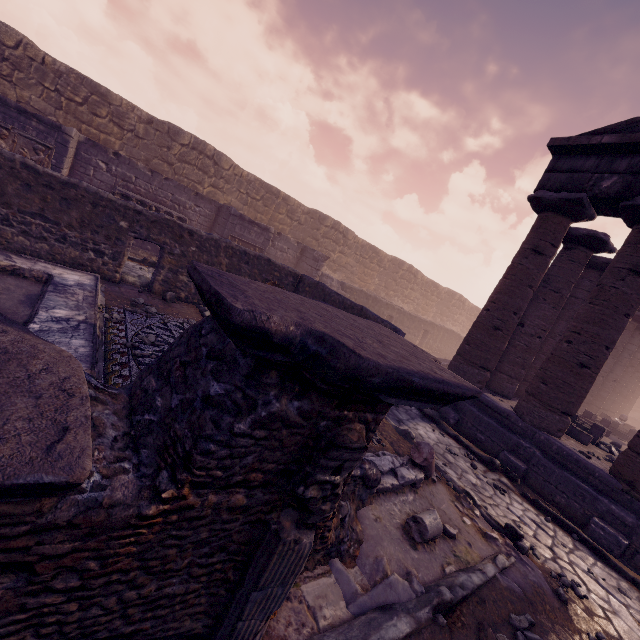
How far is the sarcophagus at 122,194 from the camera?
10.54m

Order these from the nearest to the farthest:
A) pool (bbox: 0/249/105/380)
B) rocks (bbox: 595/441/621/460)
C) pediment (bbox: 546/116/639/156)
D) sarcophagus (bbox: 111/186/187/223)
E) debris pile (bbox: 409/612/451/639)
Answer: debris pile (bbox: 409/612/451/639) → pool (bbox: 0/249/105/380) → pediment (bbox: 546/116/639/156) → rocks (bbox: 595/441/621/460) → sarcophagus (bbox: 111/186/187/223)

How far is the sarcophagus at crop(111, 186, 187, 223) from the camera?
10.5m

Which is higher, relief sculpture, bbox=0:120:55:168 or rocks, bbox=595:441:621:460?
relief sculpture, bbox=0:120:55:168

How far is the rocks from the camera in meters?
8.5 m

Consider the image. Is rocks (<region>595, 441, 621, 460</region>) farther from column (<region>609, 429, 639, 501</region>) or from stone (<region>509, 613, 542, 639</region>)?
stone (<region>509, 613, 542, 639</region>)

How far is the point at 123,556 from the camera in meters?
1.5

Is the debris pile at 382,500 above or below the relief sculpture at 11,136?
below
